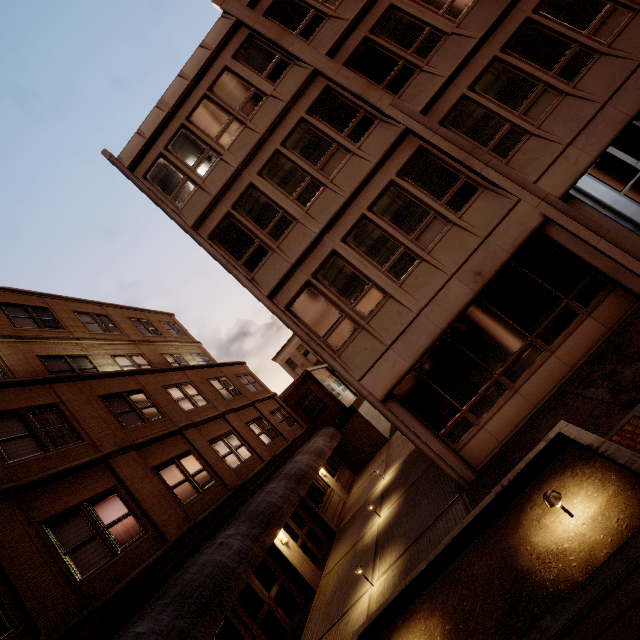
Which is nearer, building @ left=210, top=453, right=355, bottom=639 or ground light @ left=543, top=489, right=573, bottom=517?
ground light @ left=543, top=489, right=573, bottom=517

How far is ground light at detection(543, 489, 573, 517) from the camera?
3.8 meters

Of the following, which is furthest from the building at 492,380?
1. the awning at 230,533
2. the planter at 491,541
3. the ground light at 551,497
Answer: the awning at 230,533

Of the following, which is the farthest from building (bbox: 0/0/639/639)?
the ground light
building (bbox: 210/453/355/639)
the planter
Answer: building (bbox: 210/453/355/639)

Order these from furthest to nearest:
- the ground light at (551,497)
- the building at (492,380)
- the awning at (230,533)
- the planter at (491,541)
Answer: the building at (492,380), the awning at (230,533), the ground light at (551,497), the planter at (491,541)

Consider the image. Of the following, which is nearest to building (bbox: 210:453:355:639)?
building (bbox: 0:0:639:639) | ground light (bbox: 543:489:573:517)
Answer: building (bbox: 0:0:639:639)

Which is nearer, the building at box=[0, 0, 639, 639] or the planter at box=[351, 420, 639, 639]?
the planter at box=[351, 420, 639, 639]

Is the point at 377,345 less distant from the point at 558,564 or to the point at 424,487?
the point at 424,487
